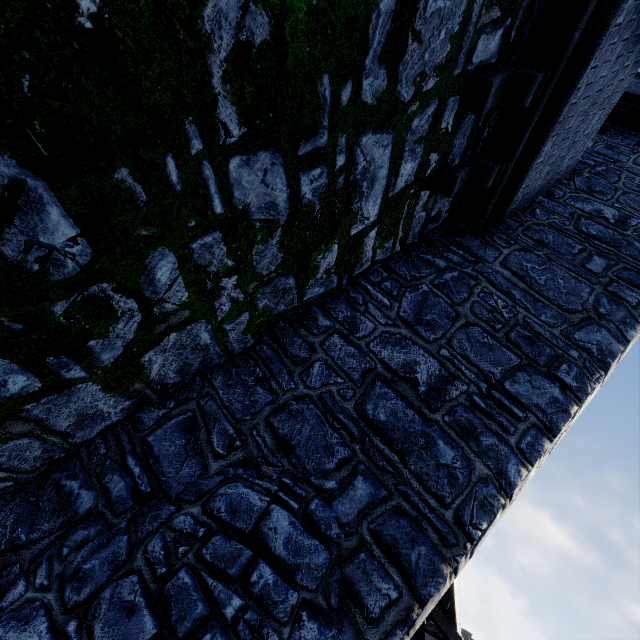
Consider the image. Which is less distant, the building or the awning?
the building

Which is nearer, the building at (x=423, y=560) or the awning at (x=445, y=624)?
the building at (x=423, y=560)

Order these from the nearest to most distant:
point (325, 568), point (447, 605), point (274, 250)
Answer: point (325, 568) < point (274, 250) < point (447, 605)
